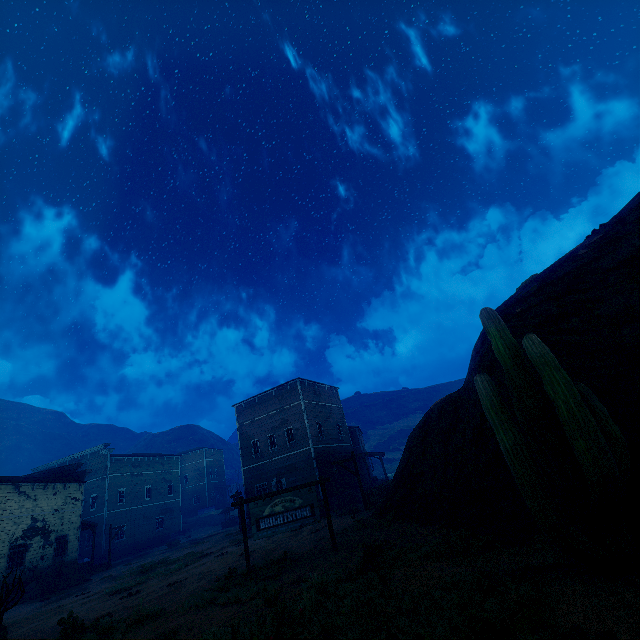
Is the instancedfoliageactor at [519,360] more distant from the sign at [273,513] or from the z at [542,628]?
the sign at [273,513]

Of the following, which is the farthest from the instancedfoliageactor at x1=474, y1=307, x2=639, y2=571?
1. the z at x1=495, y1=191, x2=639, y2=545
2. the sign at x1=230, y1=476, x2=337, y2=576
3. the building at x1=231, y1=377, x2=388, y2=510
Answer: the building at x1=231, y1=377, x2=388, y2=510

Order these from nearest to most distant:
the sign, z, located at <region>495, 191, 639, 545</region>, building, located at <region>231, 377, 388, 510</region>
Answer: z, located at <region>495, 191, 639, 545</region> < the sign < building, located at <region>231, 377, 388, 510</region>

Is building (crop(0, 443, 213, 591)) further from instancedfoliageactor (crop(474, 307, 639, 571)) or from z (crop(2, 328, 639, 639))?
instancedfoliageactor (crop(474, 307, 639, 571))

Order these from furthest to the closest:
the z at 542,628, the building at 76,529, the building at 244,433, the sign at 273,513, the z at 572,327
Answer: the building at 244,433 → the building at 76,529 → the sign at 273,513 → the z at 572,327 → the z at 542,628

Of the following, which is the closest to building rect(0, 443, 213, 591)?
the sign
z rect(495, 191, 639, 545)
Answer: z rect(495, 191, 639, 545)

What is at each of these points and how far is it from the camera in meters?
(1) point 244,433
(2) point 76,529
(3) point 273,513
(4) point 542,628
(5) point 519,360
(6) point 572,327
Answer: (1) building, 31.3
(2) building, 26.8
(3) sign, 11.0
(4) z, 3.6
(5) instancedfoliageactor, 5.5
(6) z, 8.1
